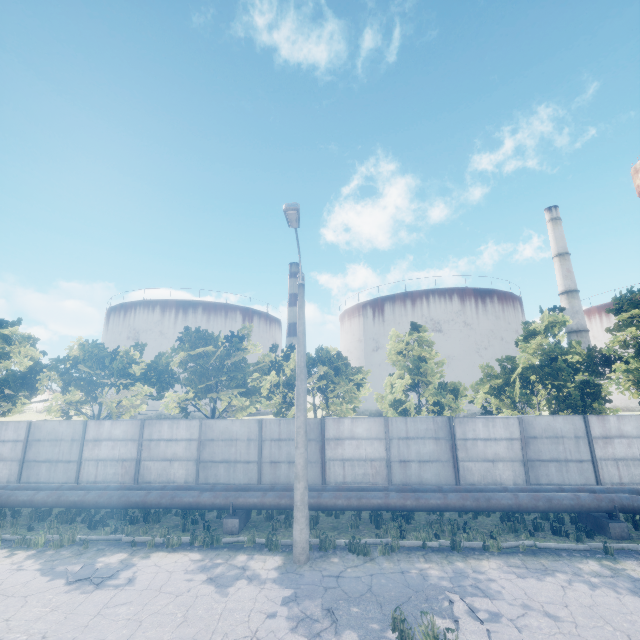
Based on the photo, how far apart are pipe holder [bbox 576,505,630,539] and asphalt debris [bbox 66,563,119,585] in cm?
1519

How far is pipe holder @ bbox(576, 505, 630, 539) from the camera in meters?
10.5 m

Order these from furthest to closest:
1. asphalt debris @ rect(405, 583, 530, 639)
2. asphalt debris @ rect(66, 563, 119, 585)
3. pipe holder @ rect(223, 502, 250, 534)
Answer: pipe holder @ rect(223, 502, 250, 534)
asphalt debris @ rect(66, 563, 119, 585)
asphalt debris @ rect(405, 583, 530, 639)

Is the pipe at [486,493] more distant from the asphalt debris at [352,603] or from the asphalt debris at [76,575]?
the asphalt debris at [352,603]

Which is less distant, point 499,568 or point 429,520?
point 499,568

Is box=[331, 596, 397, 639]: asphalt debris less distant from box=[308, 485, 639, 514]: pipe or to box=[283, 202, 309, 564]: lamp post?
box=[283, 202, 309, 564]: lamp post

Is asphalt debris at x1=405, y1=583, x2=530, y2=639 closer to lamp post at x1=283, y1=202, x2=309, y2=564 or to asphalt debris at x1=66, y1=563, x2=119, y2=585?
lamp post at x1=283, y1=202, x2=309, y2=564

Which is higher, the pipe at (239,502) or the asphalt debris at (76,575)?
the pipe at (239,502)
